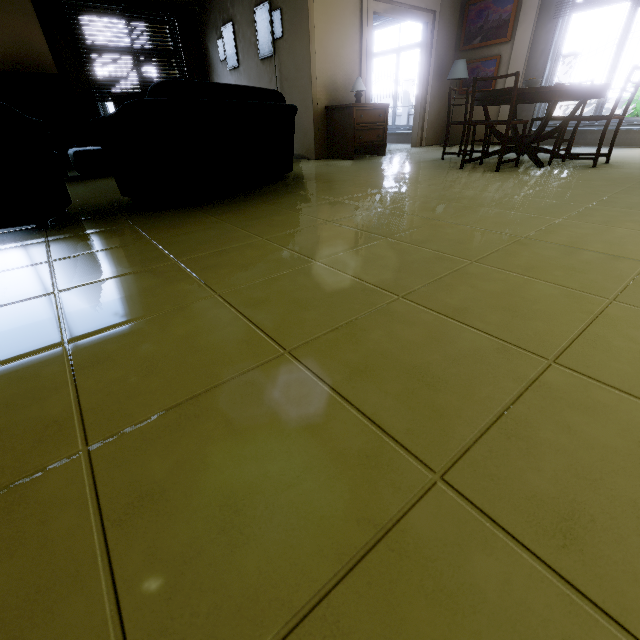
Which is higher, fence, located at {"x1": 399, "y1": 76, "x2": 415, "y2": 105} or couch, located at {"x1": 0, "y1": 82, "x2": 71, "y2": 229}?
fence, located at {"x1": 399, "y1": 76, "x2": 415, "y2": 105}

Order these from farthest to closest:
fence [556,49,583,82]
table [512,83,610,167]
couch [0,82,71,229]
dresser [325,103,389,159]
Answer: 1. fence [556,49,583,82]
2. dresser [325,103,389,159]
3. table [512,83,610,167]
4. couch [0,82,71,229]

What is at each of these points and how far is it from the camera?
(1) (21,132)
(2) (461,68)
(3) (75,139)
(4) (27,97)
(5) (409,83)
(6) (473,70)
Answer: (1) couch, 2.0m
(2) lamp, 6.3m
(3) tv cabinet, 6.4m
(4) tv, 5.7m
(5) fence, 15.0m
(6) picture frame, 6.6m

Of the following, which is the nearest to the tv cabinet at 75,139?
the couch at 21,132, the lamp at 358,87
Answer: the couch at 21,132

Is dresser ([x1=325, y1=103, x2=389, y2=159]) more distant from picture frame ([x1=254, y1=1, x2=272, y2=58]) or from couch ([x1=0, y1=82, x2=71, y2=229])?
couch ([x1=0, y1=82, x2=71, y2=229])

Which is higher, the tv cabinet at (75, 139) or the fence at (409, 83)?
the fence at (409, 83)

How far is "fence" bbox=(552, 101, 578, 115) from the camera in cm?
1099

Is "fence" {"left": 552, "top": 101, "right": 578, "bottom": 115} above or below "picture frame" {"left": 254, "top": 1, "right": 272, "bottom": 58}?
below
